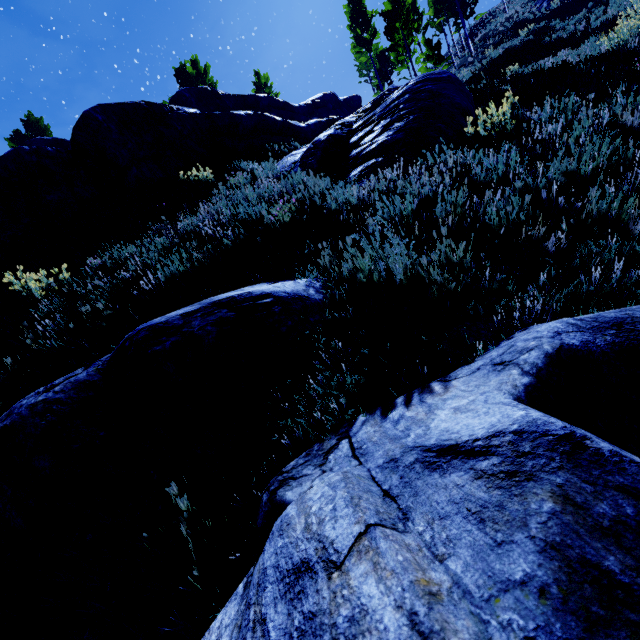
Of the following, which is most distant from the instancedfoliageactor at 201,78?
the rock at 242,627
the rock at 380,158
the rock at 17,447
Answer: the rock at 242,627

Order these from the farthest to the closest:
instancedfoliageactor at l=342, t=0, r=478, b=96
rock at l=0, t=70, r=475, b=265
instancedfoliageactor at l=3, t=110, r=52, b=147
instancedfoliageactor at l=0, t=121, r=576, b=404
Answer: instancedfoliageactor at l=3, t=110, r=52, b=147 < instancedfoliageactor at l=342, t=0, r=478, b=96 < rock at l=0, t=70, r=475, b=265 < instancedfoliageactor at l=0, t=121, r=576, b=404

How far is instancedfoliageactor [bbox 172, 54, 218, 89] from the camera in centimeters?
2817cm

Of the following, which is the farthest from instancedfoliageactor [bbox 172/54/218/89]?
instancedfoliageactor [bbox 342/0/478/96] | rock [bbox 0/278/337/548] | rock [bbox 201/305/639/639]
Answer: rock [bbox 201/305/639/639]

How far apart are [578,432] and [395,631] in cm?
69

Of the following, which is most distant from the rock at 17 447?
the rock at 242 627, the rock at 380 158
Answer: the rock at 380 158

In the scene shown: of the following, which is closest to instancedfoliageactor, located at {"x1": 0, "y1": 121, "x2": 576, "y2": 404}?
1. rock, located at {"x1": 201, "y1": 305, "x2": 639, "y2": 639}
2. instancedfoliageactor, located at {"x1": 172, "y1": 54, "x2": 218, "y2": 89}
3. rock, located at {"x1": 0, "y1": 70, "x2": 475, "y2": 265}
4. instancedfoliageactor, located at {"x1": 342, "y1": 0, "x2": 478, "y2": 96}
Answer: rock, located at {"x1": 201, "y1": 305, "x2": 639, "y2": 639}

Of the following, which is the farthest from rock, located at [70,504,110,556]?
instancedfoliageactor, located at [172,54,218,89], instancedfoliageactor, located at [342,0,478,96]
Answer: instancedfoliageactor, located at [172,54,218,89]
